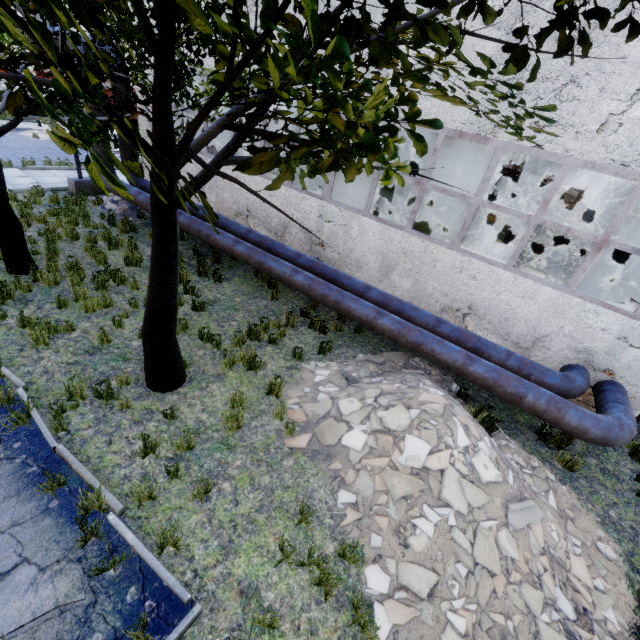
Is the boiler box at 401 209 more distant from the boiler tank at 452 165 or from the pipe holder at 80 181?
the pipe holder at 80 181

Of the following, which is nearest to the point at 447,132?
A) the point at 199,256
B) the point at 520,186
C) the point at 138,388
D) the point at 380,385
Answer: the point at 380,385

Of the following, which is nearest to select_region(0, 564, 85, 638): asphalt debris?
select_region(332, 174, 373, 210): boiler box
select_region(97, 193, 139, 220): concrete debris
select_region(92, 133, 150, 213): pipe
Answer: select_region(92, 133, 150, 213): pipe

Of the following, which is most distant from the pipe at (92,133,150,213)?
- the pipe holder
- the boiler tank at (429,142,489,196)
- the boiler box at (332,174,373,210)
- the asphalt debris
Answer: the boiler tank at (429,142,489,196)

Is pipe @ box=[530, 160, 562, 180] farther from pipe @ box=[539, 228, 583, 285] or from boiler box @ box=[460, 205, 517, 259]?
boiler box @ box=[460, 205, 517, 259]

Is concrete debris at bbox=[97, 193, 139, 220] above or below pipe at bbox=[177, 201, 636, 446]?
below

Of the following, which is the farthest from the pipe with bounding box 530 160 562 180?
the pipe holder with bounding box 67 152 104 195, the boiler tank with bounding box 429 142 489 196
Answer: the boiler tank with bounding box 429 142 489 196

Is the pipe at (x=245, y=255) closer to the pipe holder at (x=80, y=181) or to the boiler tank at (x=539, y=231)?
the pipe holder at (x=80, y=181)
